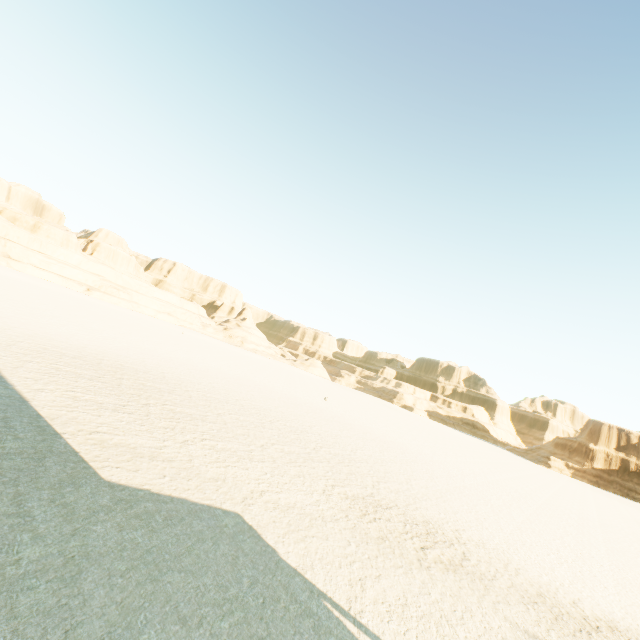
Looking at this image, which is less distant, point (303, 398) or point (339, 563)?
point (339, 563)
